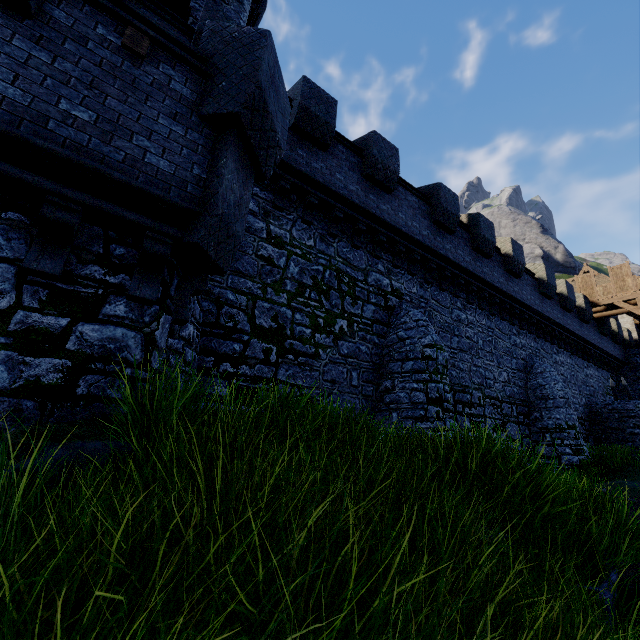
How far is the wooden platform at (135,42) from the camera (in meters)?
4.25

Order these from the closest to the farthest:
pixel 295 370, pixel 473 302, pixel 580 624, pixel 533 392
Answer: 1. pixel 580 624
2. pixel 295 370
3. pixel 473 302
4. pixel 533 392

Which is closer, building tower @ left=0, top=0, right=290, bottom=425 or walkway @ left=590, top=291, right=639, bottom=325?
building tower @ left=0, top=0, right=290, bottom=425

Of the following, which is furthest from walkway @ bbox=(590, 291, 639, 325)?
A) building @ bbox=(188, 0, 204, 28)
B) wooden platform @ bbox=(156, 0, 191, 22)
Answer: wooden platform @ bbox=(156, 0, 191, 22)

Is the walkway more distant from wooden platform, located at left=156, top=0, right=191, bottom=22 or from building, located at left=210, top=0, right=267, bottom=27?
wooden platform, located at left=156, top=0, right=191, bottom=22

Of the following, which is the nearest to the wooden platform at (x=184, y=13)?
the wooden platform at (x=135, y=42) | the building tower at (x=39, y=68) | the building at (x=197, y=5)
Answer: the building at (x=197, y=5)

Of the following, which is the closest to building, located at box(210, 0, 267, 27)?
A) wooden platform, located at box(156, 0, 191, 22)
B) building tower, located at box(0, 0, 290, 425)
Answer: wooden platform, located at box(156, 0, 191, 22)

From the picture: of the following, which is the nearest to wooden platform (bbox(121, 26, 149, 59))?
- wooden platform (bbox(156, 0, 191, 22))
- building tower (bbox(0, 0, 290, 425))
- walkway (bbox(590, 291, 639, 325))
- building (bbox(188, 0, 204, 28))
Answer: building tower (bbox(0, 0, 290, 425))
